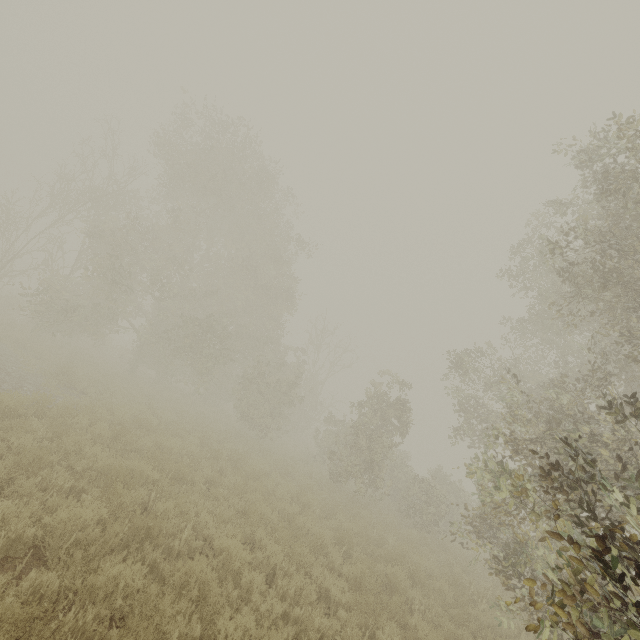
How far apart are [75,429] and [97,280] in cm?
1003
